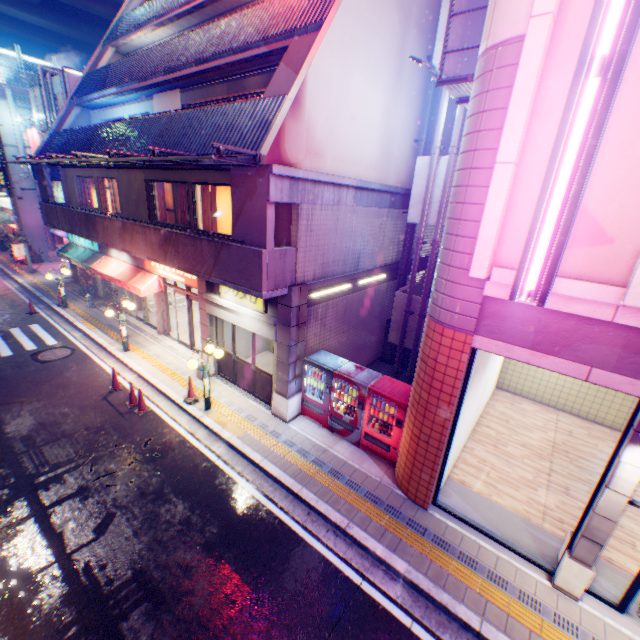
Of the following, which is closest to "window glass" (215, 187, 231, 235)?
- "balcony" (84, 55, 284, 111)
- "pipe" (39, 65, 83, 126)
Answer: "balcony" (84, 55, 284, 111)

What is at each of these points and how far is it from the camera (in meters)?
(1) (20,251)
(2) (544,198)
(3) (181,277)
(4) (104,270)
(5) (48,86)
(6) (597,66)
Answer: (1) sign, 25.11
(2) sign, 3.53
(3) sign, 12.17
(4) awning, 15.37
(5) pipe, 19.91
(6) street lamp, 2.99

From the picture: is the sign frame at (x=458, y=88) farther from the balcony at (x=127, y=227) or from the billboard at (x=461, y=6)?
the balcony at (x=127, y=227)

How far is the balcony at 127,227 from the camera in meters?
8.1 m

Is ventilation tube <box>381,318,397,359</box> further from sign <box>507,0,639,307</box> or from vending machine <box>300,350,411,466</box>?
sign <box>507,0,639,307</box>

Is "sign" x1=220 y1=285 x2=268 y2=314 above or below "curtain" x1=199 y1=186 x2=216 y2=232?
below

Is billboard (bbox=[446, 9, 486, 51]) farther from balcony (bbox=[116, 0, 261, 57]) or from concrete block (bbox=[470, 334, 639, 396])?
concrete block (bbox=[470, 334, 639, 396])

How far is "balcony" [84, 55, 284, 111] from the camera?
10.0m
